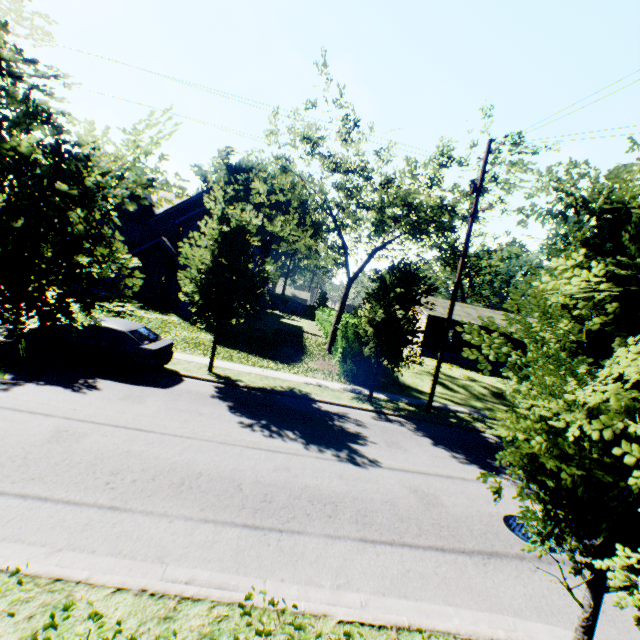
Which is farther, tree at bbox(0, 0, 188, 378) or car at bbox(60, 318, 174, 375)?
car at bbox(60, 318, 174, 375)

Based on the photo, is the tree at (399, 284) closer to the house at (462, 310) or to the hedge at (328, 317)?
the hedge at (328, 317)

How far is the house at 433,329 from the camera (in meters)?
32.12

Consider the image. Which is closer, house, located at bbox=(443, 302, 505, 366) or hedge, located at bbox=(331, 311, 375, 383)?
hedge, located at bbox=(331, 311, 375, 383)

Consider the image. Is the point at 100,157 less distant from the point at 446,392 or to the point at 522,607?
the point at 522,607

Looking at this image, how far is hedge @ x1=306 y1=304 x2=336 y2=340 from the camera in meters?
28.4 m

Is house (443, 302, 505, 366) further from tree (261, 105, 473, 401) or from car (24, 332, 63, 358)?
car (24, 332, 63, 358)

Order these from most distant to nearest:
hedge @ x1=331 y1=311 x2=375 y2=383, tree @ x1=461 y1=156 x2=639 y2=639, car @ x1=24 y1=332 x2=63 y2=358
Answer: hedge @ x1=331 y1=311 x2=375 y2=383 < car @ x1=24 y1=332 x2=63 y2=358 < tree @ x1=461 y1=156 x2=639 y2=639
